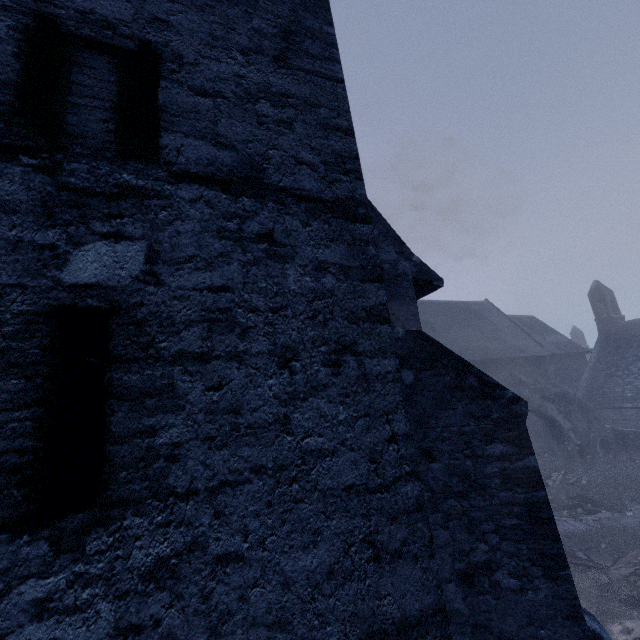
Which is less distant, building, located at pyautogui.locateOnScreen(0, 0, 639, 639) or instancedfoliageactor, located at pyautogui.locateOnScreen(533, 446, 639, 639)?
building, located at pyautogui.locateOnScreen(0, 0, 639, 639)

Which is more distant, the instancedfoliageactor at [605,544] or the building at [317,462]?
the instancedfoliageactor at [605,544]

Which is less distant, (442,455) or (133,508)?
(133,508)

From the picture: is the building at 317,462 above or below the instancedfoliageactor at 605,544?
above

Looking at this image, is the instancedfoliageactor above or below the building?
below
